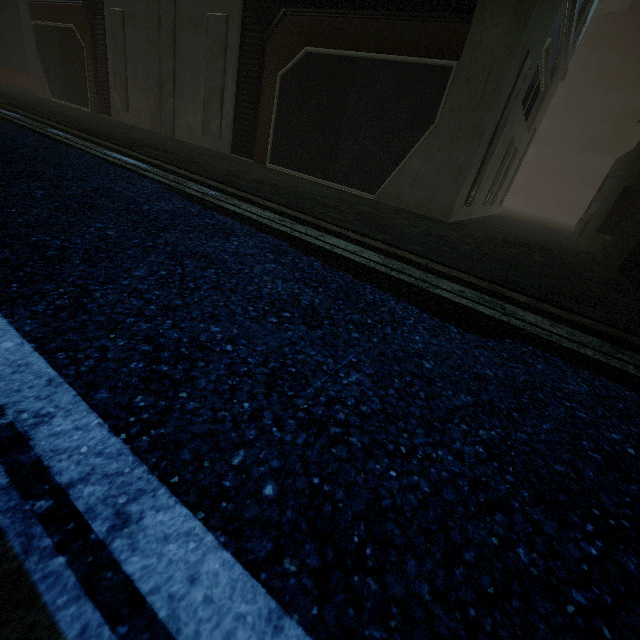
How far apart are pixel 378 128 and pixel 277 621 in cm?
983
